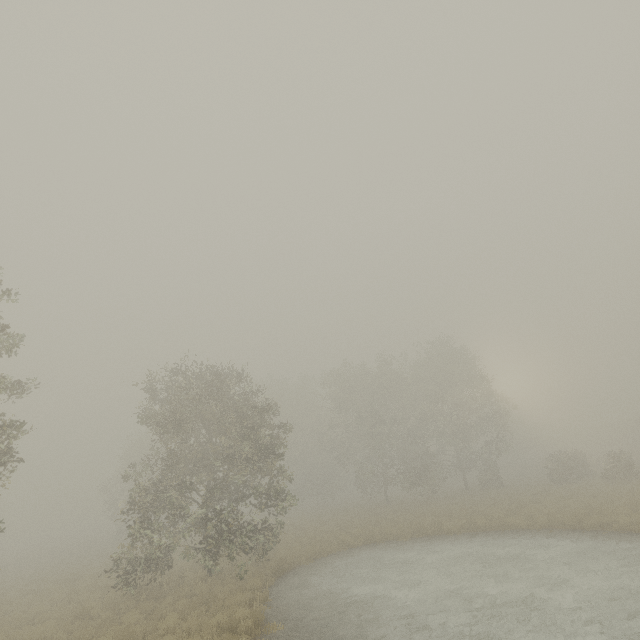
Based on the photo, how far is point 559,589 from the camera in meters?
10.7
